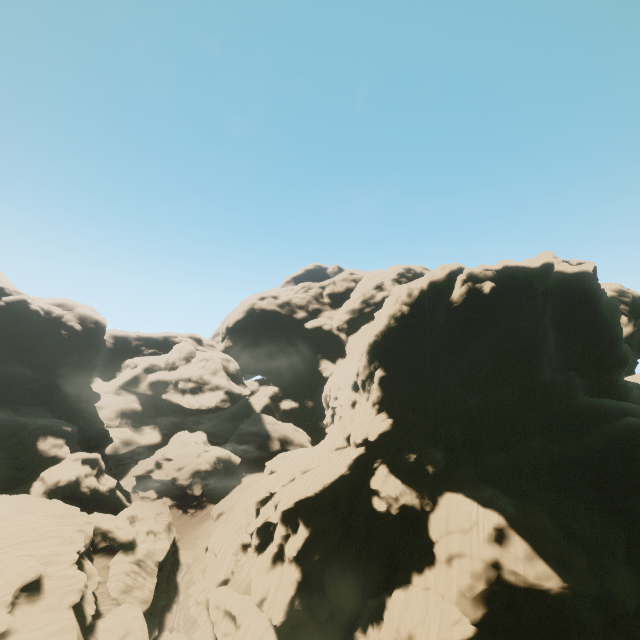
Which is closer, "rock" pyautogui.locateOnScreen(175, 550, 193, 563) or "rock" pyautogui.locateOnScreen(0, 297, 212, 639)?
"rock" pyautogui.locateOnScreen(0, 297, 212, 639)

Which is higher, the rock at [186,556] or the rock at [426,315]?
the rock at [426,315]

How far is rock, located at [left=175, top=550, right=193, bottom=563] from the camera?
43.8 meters

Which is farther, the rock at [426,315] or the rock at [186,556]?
the rock at [186,556]

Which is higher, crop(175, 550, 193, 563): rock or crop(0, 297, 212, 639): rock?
crop(0, 297, 212, 639): rock

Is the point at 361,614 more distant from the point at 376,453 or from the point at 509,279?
the point at 509,279
